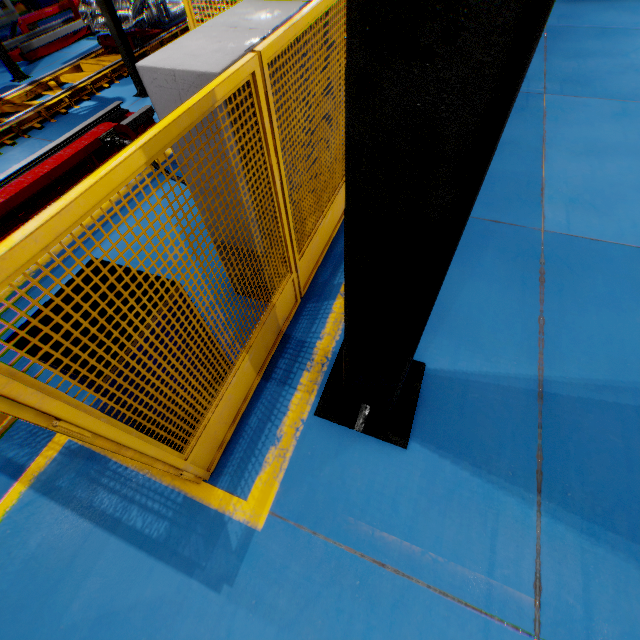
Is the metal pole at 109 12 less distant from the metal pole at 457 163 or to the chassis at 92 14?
the chassis at 92 14

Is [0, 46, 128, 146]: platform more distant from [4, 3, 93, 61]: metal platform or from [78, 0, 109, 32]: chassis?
[4, 3, 93, 61]: metal platform

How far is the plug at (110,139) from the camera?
4.9 meters

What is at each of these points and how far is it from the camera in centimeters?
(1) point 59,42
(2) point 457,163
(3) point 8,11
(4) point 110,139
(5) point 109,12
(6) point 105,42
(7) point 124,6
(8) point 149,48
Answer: (1) metal platform, 911cm
(2) metal pole, 92cm
(3) cabinet, 1096cm
(4) plug, 489cm
(5) metal pole, 595cm
(6) chassis, 806cm
(7) chassis, 814cm
(8) platform, 821cm

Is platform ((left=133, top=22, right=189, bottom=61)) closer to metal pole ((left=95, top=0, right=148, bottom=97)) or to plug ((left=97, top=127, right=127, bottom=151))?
metal pole ((left=95, top=0, right=148, bottom=97))

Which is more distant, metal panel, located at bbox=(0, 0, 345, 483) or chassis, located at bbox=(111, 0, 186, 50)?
chassis, located at bbox=(111, 0, 186, 50)

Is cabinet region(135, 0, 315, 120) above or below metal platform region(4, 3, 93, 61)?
above

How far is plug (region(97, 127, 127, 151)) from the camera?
4.88m
